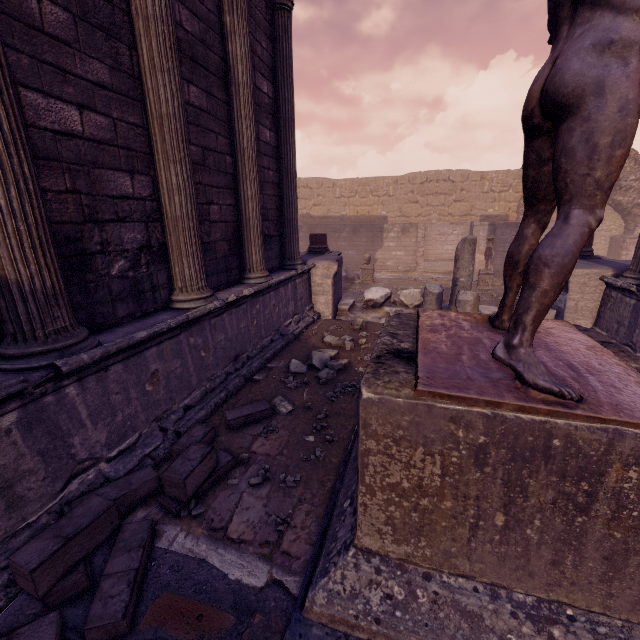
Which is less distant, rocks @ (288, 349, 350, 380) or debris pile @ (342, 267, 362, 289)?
rocks @ (288, 349, 350, 380)

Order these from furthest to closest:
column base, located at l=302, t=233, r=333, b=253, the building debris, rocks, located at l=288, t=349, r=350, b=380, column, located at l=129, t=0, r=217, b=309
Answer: column base, located at l=302, t=233, r=333, b=253, the building debris, rocks, located at l=288, t=349, r=350, b=380, column, located at l=129, t=0, r=217, b=309

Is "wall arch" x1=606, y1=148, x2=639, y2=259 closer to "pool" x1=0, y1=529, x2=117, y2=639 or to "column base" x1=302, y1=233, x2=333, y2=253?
"column base" x1=302, y1=233, x2=333, y2=253

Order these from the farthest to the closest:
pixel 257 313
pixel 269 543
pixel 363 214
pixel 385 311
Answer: pixel 363 214
pixel 385 311
pixel 257 313
pixel 269 543

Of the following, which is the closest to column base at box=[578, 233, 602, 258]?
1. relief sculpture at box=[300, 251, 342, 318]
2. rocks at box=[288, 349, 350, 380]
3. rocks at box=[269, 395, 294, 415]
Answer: relief sculpture at box=[300, 251, 342, 318]

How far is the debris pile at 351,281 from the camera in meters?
12.8

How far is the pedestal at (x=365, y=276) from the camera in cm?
1389

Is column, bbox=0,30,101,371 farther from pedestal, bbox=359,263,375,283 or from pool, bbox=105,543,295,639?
pedestal, bbox=359,263,375,283
